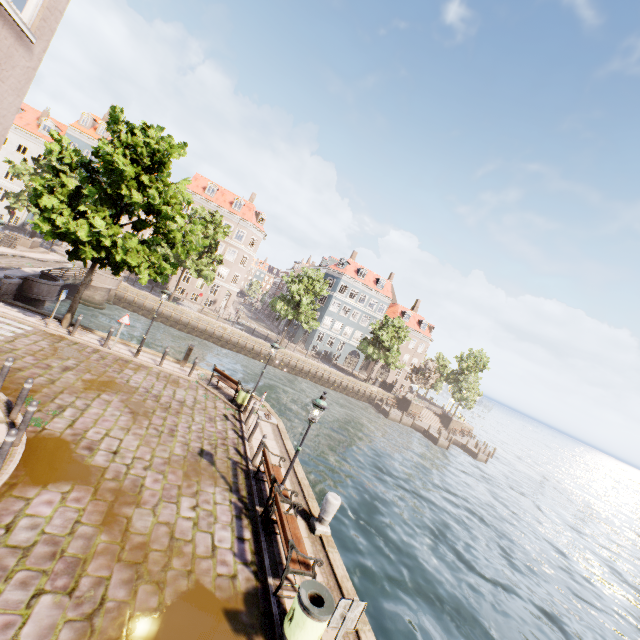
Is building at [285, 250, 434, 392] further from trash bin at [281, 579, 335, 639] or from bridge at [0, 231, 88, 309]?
trash bin at [281, 579, 335, 639]

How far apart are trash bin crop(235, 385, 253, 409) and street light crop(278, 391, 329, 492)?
7.2m

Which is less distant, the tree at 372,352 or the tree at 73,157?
the tree at 73,157

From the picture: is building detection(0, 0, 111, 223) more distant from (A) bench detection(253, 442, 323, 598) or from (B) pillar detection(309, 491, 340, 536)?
(B) pillar detection(309, 491, 340, 536)

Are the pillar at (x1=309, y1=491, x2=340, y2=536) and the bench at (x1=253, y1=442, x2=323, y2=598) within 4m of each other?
yes

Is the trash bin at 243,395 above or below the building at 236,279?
below

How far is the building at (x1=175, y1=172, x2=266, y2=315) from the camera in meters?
44.9 m

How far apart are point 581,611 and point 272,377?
27.78m
